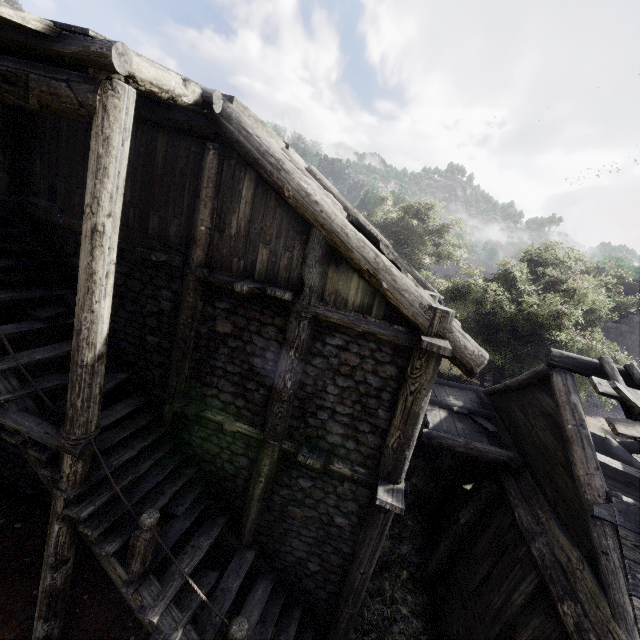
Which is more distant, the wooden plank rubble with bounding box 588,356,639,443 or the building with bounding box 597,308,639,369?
the building with bounding box 597,308,639,369

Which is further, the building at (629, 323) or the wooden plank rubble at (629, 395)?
the building at (629, 323)

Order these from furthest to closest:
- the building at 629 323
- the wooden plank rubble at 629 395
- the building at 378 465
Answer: the building at 629 323 → the wooden plank rubble at 629 395 → the building at 378 465

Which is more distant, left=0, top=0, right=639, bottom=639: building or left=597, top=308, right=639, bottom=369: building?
left=597, top=308, right=639, bottom=369: building

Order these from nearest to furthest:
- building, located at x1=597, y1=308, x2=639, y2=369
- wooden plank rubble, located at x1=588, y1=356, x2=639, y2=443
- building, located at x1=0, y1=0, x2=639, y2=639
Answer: building, located at x1=0, y1=0, x2=639, y2=639
wooden plank rubble, located at x1=588, y1=356, x2=639, y2=443
building, located at x1=597, y1=308, x2=639, y2=369

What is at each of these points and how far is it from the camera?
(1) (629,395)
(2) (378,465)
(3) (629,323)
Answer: (1) wooden plank rubble, 5.8 meters
(2) building, 6.2 meters
(3) building, 22.2 meters
